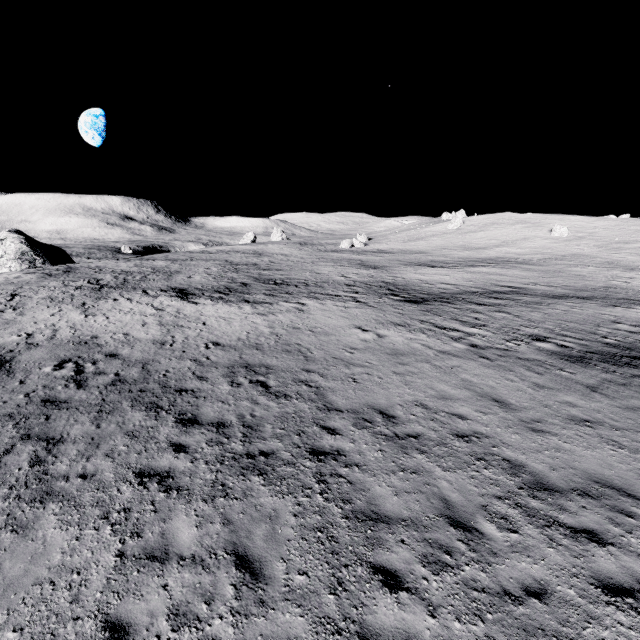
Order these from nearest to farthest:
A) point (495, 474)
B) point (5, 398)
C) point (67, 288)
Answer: point (495, 474) < point (5, 398) < point (67, 288)
